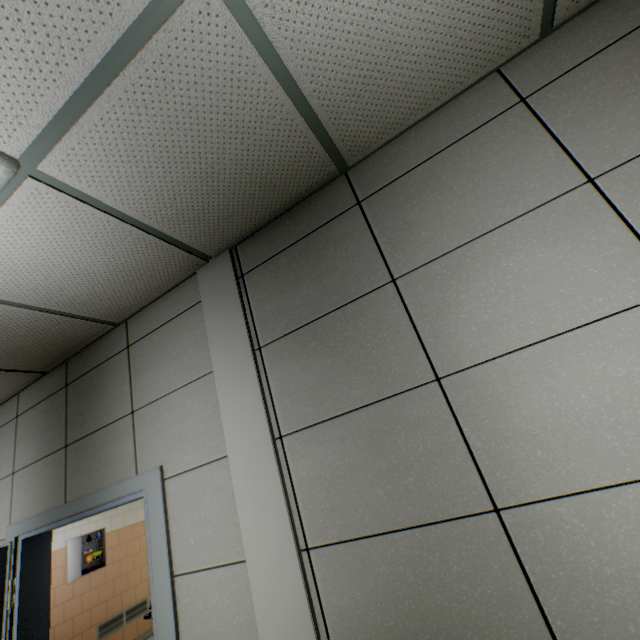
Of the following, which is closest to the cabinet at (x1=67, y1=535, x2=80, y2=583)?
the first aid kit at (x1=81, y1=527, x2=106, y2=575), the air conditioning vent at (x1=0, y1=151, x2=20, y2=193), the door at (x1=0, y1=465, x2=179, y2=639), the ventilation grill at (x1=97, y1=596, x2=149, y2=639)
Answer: the first aid kit at (x1=81, y1=527, x2=106, y2=575)

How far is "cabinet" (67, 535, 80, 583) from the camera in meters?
4.9 m

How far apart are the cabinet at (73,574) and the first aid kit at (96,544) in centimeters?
4cm

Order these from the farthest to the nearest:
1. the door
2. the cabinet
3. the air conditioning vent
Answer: the cabinet
the door
the air conditioning vent

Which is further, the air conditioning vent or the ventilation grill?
the ventilation grill

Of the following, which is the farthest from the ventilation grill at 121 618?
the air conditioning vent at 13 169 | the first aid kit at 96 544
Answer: the air conditioning vent at 13 169

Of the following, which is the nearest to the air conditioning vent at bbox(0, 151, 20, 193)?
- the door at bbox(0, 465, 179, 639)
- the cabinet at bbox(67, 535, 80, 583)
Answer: the door at bbox(0, 465, 179, 639)

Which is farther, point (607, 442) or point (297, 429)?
point (297, 429)
